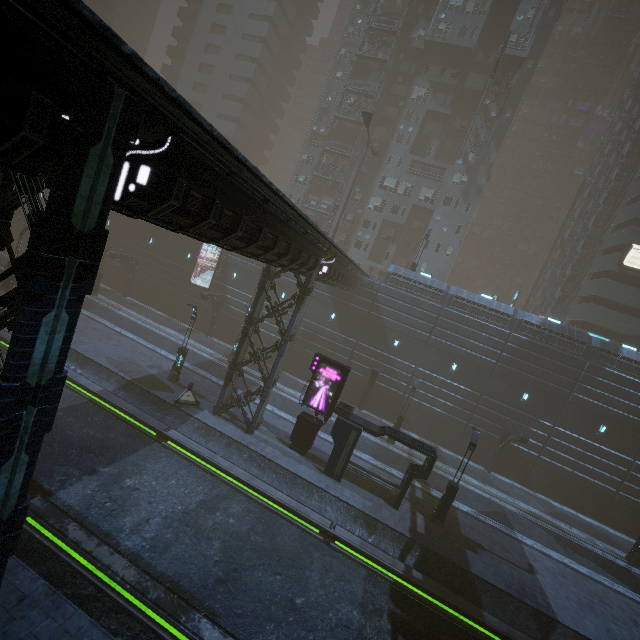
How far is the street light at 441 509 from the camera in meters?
17.4

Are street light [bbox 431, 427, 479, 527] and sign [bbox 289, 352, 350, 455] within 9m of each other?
yes

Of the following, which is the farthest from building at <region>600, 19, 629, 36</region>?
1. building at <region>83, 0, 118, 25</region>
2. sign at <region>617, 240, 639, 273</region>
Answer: building at <region>83, 0, 118, 25</region>

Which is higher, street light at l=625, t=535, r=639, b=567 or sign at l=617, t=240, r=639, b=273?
sign at l=617, t=240, r=639, b=273

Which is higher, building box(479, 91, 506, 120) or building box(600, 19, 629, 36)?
building box(600, 19, 629, 36)

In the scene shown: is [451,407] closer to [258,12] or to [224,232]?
[224,232]

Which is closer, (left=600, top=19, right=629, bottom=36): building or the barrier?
the barrier

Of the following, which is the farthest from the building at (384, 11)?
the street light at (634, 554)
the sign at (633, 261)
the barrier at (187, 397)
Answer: the street light at (634, 554)
